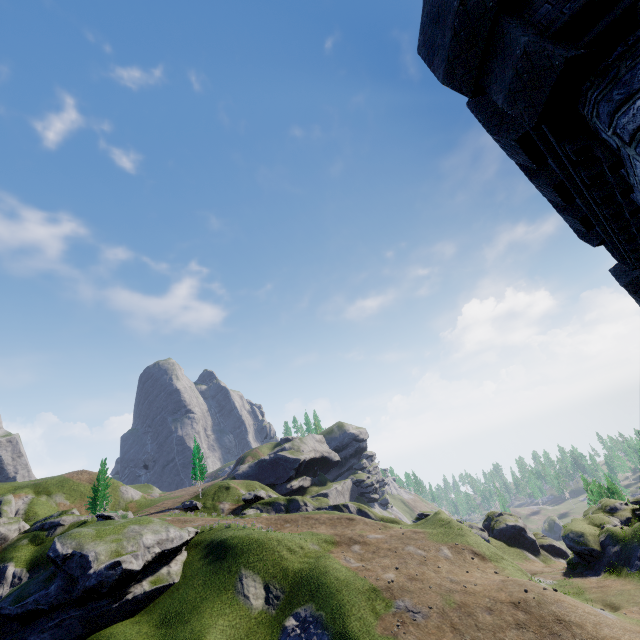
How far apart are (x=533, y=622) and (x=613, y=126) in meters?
24.1 m
